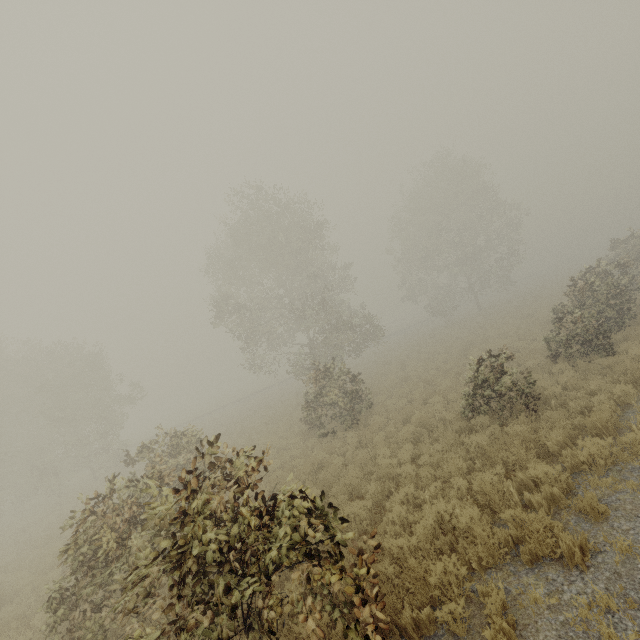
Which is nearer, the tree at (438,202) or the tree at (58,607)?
the tree at (58,607)

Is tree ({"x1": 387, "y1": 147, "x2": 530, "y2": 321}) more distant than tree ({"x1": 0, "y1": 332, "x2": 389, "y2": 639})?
Yes

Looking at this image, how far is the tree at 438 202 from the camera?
33.09m

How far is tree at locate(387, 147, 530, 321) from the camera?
33.09m

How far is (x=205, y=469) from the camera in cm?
1177
